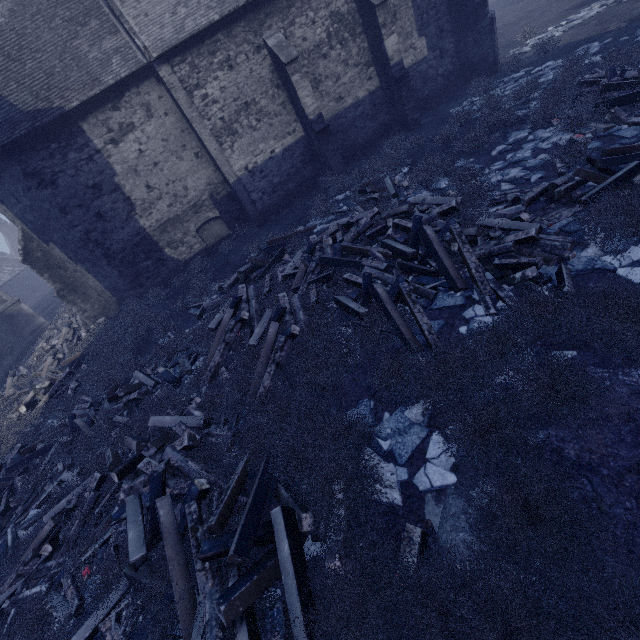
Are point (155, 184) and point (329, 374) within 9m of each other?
no
